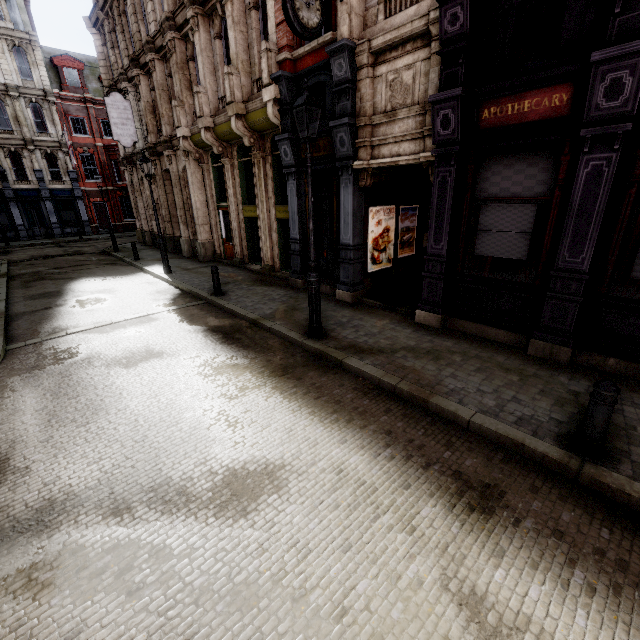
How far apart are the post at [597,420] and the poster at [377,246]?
6.8m

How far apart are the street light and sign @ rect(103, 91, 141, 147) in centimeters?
1610cm

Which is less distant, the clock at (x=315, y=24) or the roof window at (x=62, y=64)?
the clock at (x=315, y=24)

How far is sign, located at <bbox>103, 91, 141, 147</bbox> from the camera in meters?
16.5

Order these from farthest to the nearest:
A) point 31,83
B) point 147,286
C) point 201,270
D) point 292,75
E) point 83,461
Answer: point 31,83
point 201,270
point 147,286
point 292,75
point 83,461

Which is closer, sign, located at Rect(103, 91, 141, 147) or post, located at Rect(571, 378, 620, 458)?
post, located at Rect(571, 378, 620, 458)

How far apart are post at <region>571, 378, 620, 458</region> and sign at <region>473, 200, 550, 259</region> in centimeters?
324cm

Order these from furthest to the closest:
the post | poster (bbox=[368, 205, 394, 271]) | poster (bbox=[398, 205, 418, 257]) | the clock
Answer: poster (bbox=[398, 205, 418, 257]) → poster (bbox=[368, 205, 394, 271]) → the clock → the post
